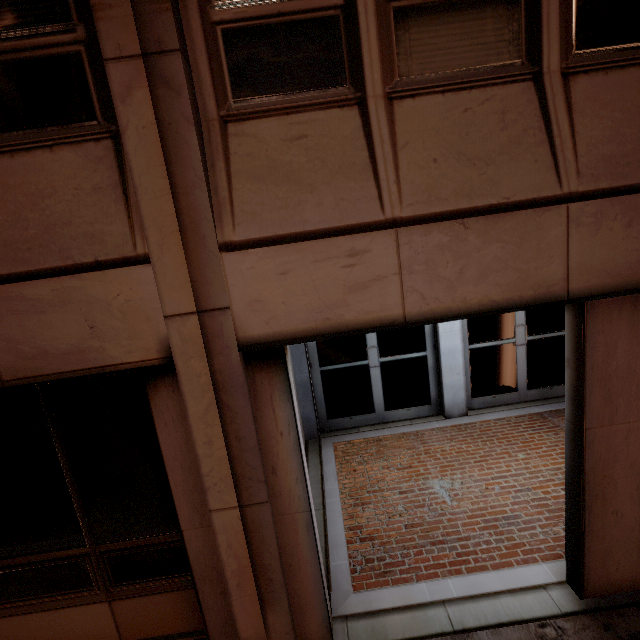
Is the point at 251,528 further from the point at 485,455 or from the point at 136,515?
the point at 485,455
